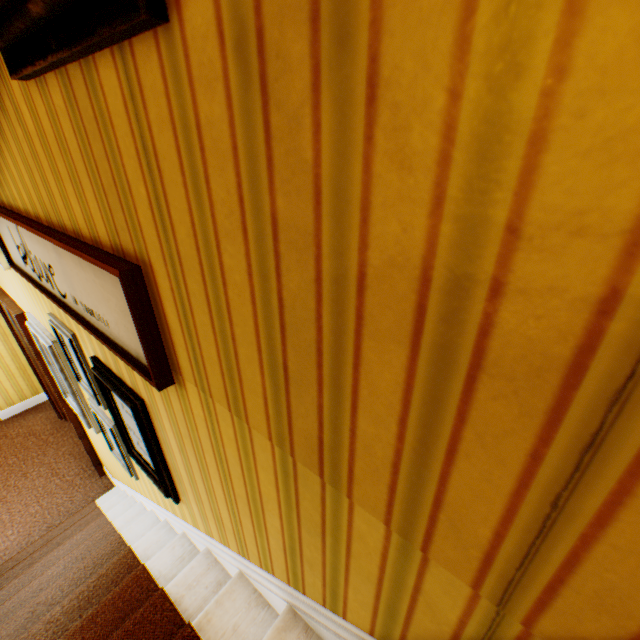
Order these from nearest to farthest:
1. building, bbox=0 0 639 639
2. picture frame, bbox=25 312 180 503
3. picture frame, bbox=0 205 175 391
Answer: building, bbox=0 0 639 639 < picture frame, bbox=0 205 175 391 < picture frame, bbox=25 312 180 503

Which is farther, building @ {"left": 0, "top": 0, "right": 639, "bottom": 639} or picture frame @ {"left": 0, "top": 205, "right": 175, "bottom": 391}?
picture frame @ {"left": 0, "top": 205, "right": 175, "bottom": 391}

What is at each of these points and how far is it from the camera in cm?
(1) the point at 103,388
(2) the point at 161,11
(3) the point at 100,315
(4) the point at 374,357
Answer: (1) picture frame, 179
(2) picture frame, 46
(3) picture frame, 125
(4) building, 47

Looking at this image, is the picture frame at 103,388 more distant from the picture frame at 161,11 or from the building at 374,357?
the picture frame at 161,11

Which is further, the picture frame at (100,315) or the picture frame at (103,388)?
the picture frame at (103,388)

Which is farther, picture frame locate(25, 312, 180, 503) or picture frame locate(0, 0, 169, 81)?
picture frame locate(25, 312, 180, 503)

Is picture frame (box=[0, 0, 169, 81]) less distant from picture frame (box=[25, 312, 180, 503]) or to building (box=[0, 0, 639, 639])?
building (box=[0, 0, 639, 639])

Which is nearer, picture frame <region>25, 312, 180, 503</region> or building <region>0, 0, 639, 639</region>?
building <region>0, 0, 639, 639</region>
